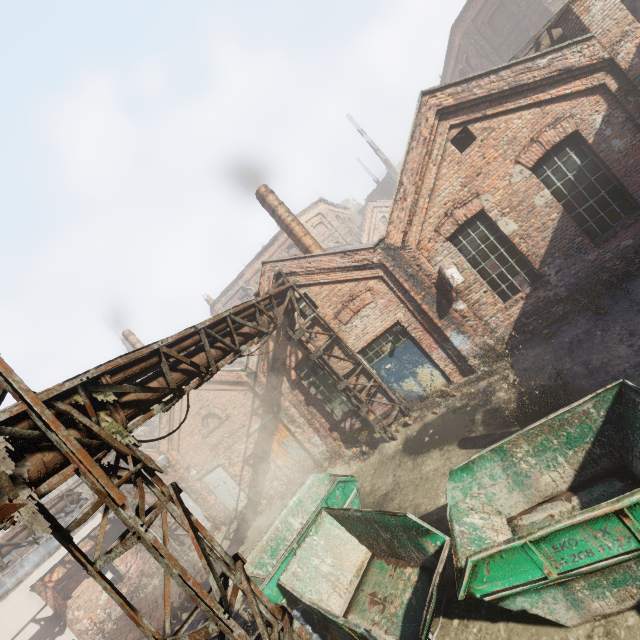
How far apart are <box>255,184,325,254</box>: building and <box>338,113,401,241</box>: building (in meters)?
29.92

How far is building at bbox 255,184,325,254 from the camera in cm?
1298

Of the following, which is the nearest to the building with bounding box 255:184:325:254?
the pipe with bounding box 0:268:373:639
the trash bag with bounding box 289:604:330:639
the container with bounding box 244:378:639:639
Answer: the pipe with bounding box 0:268:373:639

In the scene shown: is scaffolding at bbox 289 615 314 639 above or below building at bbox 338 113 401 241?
below

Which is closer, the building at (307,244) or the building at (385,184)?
the building at (307,244)

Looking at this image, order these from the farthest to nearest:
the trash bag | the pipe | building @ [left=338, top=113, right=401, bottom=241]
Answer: building @ [left=338, top=113, right=401, bottom=241] < the trash bag < the pipe

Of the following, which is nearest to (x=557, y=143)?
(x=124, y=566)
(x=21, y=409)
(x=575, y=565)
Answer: (x=575, y=565)

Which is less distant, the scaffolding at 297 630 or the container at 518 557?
the container at 518 557
